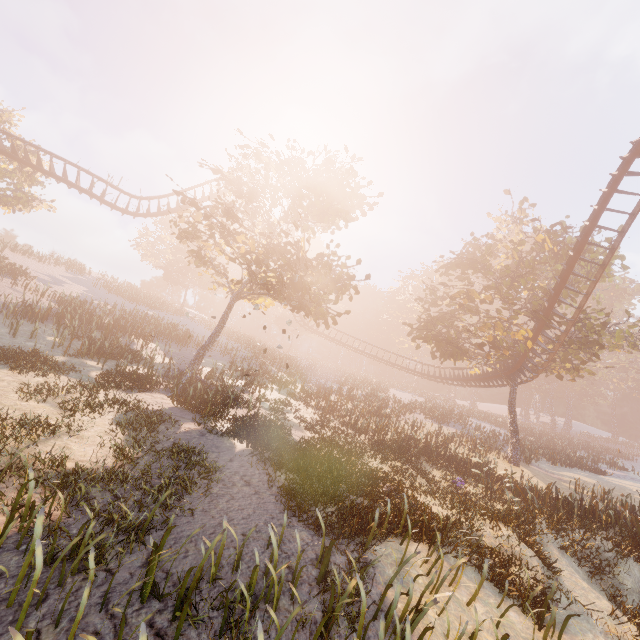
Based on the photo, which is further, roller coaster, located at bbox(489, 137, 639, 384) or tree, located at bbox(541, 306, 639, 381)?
tree, located at bbox(541, 306, 639, 381)

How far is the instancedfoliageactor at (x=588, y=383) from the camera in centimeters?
5478cm

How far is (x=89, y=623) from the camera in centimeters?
406cm

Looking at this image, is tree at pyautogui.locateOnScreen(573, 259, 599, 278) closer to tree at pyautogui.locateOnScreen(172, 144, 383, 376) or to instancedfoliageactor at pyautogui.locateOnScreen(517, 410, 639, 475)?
tree at pyautogui.locateOnScreen(172, 144, 383, 376)

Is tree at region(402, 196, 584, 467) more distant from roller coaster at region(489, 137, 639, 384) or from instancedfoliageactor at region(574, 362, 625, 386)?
instancedfoliageactor at region(574, 362, 625, 386)

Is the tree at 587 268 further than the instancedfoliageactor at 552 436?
No

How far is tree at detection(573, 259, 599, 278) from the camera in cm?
2294
